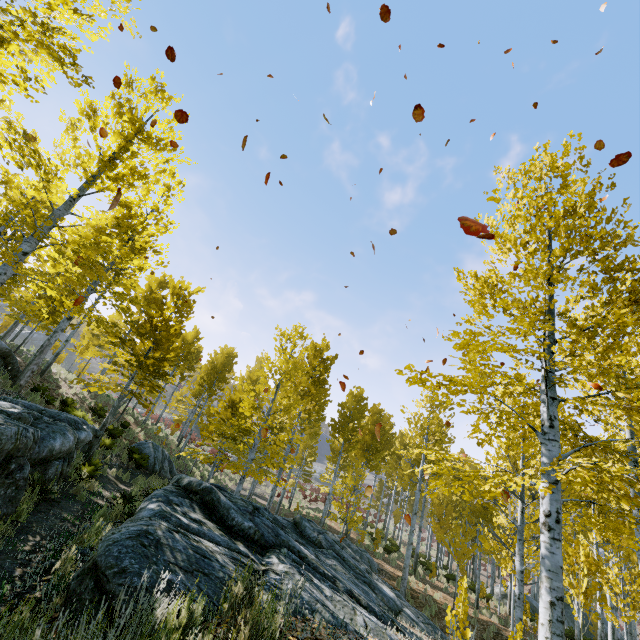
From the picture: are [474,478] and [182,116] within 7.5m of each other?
no

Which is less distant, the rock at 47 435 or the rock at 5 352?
the rock at 47 435

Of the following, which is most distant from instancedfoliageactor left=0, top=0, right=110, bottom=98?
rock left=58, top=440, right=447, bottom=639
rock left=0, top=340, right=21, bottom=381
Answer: rock left=58, top=440, right=447, bottom=639

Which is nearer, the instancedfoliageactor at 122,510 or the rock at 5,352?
the instancedfoliageactor at 122,510

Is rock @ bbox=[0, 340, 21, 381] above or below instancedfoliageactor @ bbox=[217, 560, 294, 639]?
above

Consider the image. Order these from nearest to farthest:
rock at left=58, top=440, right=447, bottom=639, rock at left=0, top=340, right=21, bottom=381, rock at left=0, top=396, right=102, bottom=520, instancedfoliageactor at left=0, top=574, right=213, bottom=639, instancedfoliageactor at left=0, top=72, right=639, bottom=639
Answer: instancedfoliageactor at left=0, top=574, right=213, bottom=639
rock at left=58, top=440, right=447, bottom=639
instancedfoliageactor at left=0, top=72, right=639, bottom=639
rock at left=0, top=396, right=102, bottom=520
rock at left=0, top=340, right=21, bottom=381

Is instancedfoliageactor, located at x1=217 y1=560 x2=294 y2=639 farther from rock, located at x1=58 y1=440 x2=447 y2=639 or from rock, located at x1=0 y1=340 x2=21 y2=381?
rock, located at x1=58 y1=440 x2=447 y2=639
